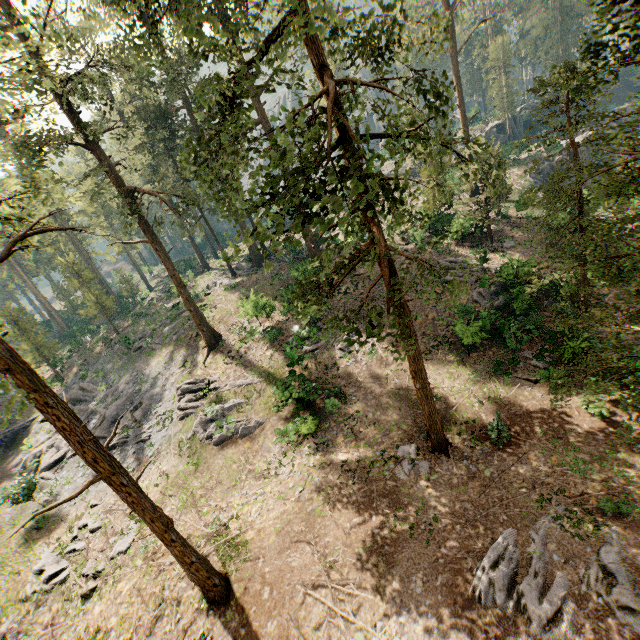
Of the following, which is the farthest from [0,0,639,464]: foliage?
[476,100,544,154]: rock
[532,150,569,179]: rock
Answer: [476,100,544,154]: rock

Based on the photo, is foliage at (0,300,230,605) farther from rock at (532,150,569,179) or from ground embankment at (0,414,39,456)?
rock at (532,150,569,179)

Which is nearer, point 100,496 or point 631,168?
point 631,168

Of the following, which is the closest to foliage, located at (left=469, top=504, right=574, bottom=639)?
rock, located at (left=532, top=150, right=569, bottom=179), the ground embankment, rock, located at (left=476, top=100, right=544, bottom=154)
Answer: the ground embankment

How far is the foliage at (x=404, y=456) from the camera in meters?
15.4 m

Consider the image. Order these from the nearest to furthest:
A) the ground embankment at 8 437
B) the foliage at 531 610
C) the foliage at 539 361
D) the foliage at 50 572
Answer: the foliage at 531 610 → the foliage at 50 572 → the foliage at 539 361 → the ground embankment at 8 437
